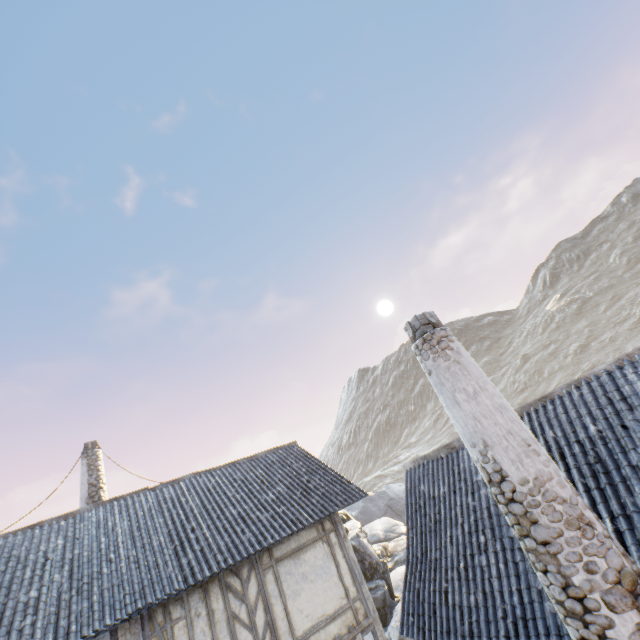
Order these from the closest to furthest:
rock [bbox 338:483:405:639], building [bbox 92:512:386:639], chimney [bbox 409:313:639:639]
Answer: chimney [bbox 409:313:639:639]
building [bbox 92:512:386:639]
rock [bbox 338:483:405:639]

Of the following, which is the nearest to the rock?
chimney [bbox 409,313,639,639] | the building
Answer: the building

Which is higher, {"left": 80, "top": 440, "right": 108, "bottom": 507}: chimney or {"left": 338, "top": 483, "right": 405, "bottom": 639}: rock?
{"left": 80, "top": 440, "right": 108, "bottom": 507}: chimney

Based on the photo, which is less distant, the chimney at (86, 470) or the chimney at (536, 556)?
the chimney at (536, 556)

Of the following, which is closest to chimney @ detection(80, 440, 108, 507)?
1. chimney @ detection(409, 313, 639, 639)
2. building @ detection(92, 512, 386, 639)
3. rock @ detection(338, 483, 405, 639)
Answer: building @ detection(92, 512, 386, 639)

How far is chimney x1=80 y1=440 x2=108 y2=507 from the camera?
12.59m

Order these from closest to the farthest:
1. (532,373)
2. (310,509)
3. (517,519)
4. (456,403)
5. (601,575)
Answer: (601,575)
(517,519)
(456,403)
(310,509)
(532,373)

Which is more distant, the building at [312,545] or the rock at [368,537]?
the rock at [368,537]
